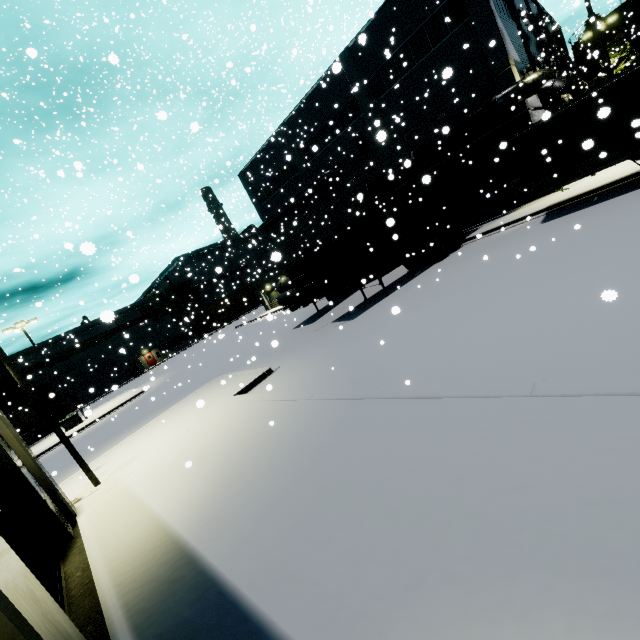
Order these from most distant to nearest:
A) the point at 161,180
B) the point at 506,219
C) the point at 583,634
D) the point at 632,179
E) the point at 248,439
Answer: the point at 161,180 → the point at 506,219 → the point at 632,179 → the point at 248,439 → the point at 583,634

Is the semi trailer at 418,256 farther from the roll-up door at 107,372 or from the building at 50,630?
the roll-up door at 107,372

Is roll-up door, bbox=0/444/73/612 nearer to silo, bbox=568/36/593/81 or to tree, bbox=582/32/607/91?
tree, bbox=582/32/607/91

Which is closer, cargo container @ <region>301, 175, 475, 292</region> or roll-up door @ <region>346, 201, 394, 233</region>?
cargo container @ <region>301, 175, 475, 292</region>

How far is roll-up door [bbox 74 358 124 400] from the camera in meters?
48.5

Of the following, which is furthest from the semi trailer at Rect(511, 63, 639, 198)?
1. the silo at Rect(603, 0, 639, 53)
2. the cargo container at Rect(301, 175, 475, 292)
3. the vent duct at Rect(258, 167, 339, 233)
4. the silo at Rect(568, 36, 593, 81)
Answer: the silo at Rect(568, 36, 593, 81)

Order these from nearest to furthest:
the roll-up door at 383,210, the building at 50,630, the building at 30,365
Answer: the building at 50,630 < the roll-up door at 383,210 < the building at 30,365

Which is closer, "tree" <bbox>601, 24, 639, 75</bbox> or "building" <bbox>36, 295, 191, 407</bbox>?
"tree" <bbox>601, 24, 639, 75</bbox>
